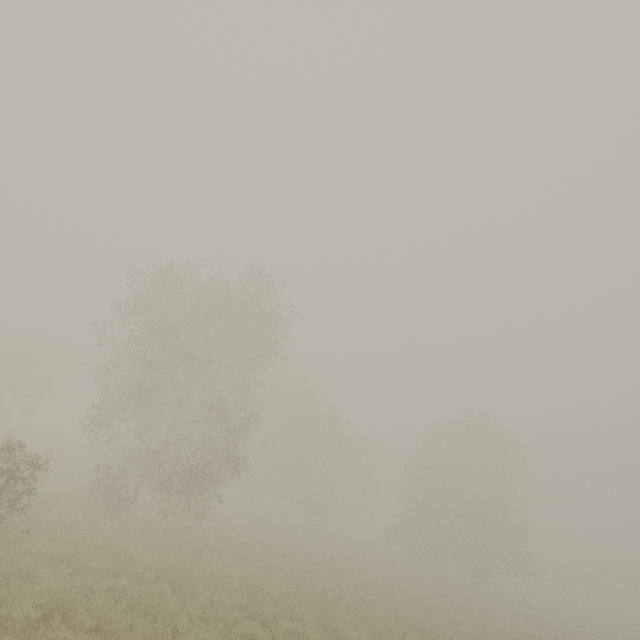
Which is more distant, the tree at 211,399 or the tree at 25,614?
the tree at 211,399

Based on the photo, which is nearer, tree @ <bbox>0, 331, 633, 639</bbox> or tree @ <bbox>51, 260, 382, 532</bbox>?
tree @ <bbox>0, 331, 633, 639</bbox>

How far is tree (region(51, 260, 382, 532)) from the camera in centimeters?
1828cm

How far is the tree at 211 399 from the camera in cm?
1828

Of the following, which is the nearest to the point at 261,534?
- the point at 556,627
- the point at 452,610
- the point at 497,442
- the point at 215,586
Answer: the point at 215,586
